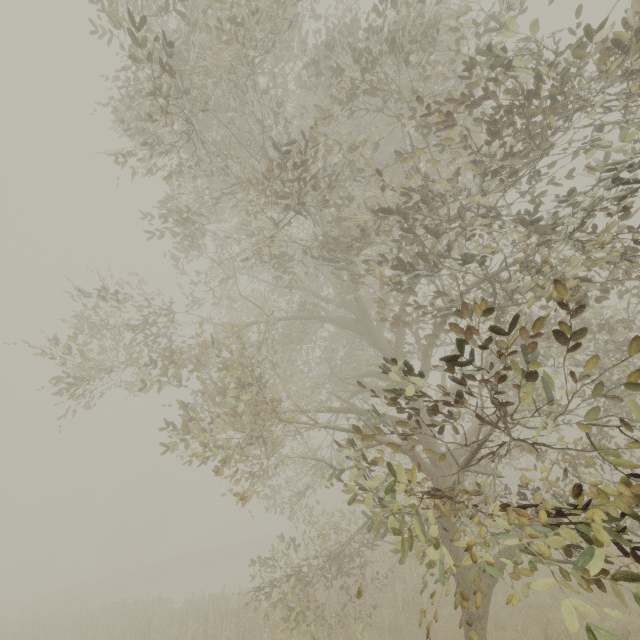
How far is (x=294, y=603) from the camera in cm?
895
